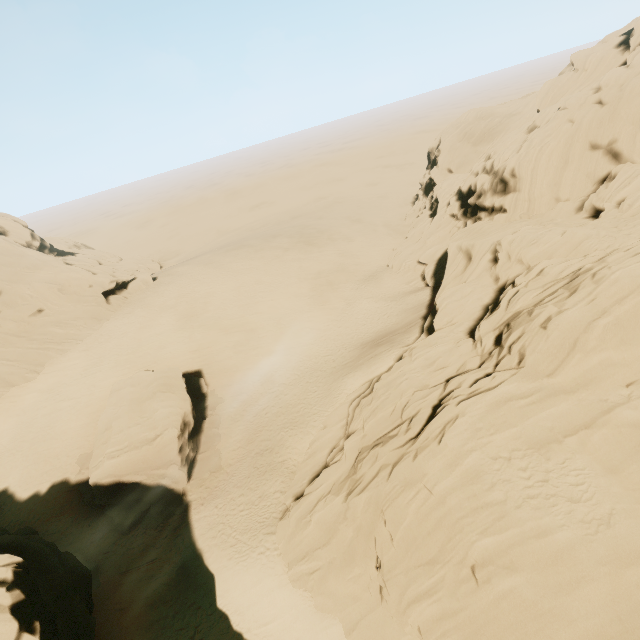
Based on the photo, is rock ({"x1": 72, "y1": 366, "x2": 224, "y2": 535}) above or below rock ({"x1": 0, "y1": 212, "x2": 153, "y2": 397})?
below

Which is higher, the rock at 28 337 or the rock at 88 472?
the rock at 28 337

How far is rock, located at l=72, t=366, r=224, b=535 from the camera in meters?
24.1

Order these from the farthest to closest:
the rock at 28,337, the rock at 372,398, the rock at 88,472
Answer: the rock at 28,337, the rock at 88,472, the rock at 372,398

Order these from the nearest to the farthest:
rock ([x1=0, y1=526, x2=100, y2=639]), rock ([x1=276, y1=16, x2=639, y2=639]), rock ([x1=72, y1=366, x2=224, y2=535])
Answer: rock ([x1=276, y1=16, x2=639, y2=639])
rock ([x1=0, y1=526, x2=100, y2=639])
rock ([x1=72, y1=366, x2=224, y2=535])

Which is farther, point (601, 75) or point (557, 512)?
point (601, 75)

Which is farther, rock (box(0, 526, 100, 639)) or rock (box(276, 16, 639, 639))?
rock (box(0, 526, 100, 639))
